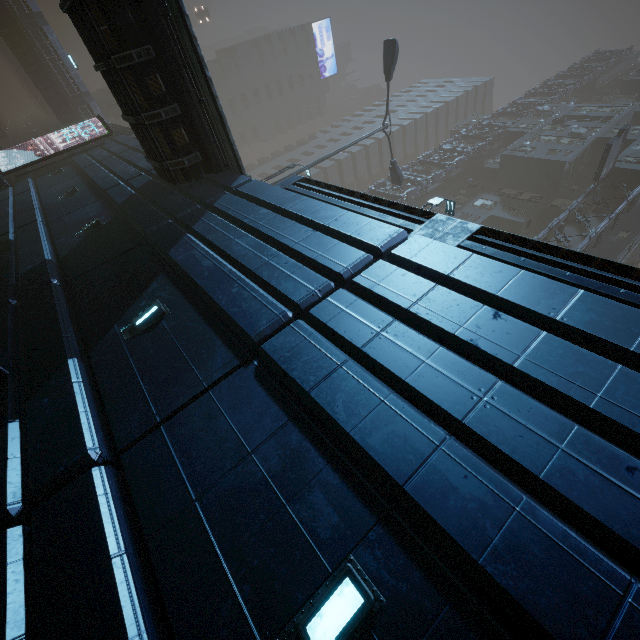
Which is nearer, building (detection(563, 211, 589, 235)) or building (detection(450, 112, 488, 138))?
building (detection(563, 211, 589, 235))

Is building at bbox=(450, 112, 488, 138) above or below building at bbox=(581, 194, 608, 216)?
above

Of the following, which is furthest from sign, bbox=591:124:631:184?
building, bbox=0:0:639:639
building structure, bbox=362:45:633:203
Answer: building structure, bbox=362:45:633:203

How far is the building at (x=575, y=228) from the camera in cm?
2625

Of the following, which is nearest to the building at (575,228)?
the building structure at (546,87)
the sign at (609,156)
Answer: the building structure at (546,87)

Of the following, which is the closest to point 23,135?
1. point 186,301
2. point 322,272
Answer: point 186,301

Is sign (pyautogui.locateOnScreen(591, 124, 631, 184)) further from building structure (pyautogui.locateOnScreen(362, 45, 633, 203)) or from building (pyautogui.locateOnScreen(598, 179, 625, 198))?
building structure (pyautogui.locateOnScreen(362, 45, 633, 203))
